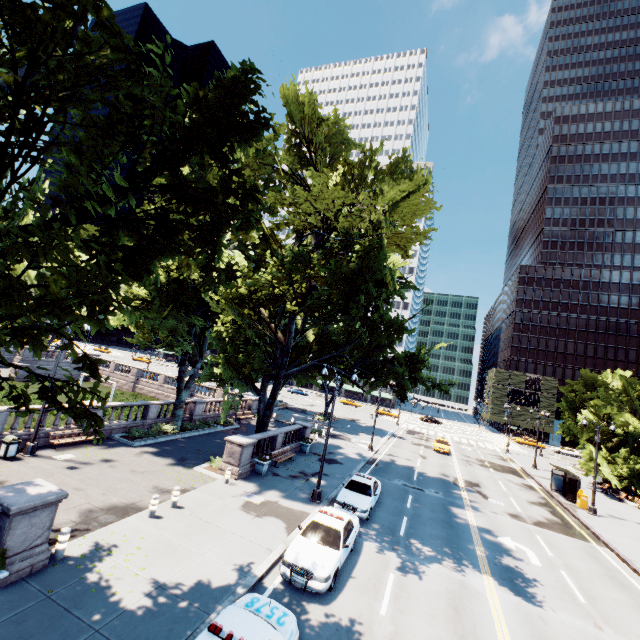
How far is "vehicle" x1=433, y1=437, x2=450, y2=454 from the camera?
39.0 meters

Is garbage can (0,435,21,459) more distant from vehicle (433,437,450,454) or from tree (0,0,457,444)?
vehicle (433,437,450,454)

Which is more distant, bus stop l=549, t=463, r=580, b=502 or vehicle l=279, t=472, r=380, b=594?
bus stop l=549, t=463, r=580, b=502

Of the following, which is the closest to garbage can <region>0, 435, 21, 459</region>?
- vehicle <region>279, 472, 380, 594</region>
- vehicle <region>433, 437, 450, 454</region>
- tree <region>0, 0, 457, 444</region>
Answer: tree <region>0, 0, 457, 444</region>

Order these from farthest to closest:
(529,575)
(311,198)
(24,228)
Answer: (311,198)
(529,575)
(24,228)

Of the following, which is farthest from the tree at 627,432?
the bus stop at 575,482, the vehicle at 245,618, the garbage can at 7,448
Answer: the garbage can at 7,448

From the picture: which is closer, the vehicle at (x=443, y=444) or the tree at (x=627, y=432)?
the tree at (x=627, y=432)

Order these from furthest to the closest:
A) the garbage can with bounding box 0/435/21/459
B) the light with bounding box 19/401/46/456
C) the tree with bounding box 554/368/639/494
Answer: the tree with bounding box 554/368/639/494
the light with bounding box 19/401/46/456
the garbage can with bounding box 0/435/21/459
